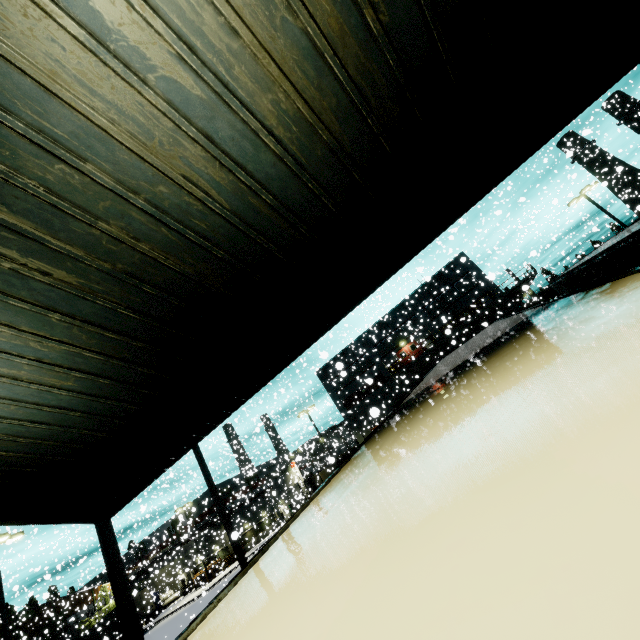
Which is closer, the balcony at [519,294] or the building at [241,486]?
the building at [241,486]

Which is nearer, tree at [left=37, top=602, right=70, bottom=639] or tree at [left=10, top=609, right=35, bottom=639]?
tree at [left=10, top=609, right=35, bottom=639]

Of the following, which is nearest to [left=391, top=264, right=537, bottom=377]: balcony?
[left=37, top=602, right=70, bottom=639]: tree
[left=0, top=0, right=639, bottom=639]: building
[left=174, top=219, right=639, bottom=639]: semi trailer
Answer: [left=0, top=0, right=639, bottom=639]: building

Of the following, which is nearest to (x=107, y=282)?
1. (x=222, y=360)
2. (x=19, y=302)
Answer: (x=19, y=302)

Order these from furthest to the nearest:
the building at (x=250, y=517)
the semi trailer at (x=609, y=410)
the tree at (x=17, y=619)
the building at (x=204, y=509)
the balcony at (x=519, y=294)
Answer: the building at (x=204, y=509) → the building at (x=250, y=517) → the balcony at (x=519, y=294) → the tree at (x=17, y=619) → the semi trailer at (x=609, y=410)

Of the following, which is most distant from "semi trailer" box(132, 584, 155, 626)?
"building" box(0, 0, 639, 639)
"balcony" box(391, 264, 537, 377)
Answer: "balcony" box(391, 264, 537, 377)

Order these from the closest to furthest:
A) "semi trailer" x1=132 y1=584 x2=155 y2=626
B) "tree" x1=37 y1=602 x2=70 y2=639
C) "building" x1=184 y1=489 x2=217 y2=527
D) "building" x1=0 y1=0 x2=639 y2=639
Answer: "building" x1=0 y1=0 x2=639 y2=639 < "semi trailer" x1=132 y1=584 x2=155 y2=626 < "tree" x1=37 y1=602 x2=70 y2=639 < "building" x1=184 y1=489 x2=217 y2=527
